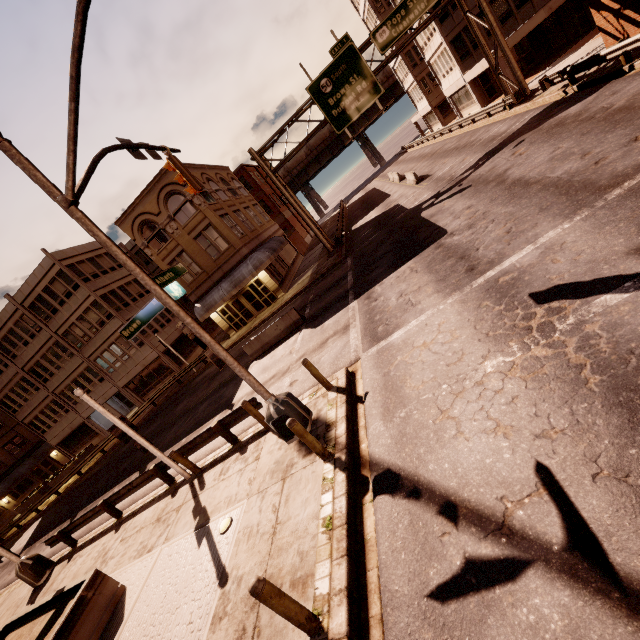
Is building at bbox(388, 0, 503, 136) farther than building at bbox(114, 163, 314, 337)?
Yes

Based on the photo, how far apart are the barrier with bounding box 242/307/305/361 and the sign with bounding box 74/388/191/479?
7.60m

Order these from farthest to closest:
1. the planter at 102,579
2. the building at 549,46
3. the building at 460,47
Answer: the building at 460,47 → the building at 549,46 → the planter at 102,579

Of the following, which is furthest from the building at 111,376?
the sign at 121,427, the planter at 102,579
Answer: the planter at 102,579

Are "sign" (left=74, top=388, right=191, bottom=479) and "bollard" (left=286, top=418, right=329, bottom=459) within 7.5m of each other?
yes

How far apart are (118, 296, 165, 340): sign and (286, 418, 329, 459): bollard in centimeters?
395cm

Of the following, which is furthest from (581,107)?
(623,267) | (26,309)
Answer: (26,309)

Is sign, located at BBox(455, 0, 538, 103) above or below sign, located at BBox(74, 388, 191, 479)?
above
